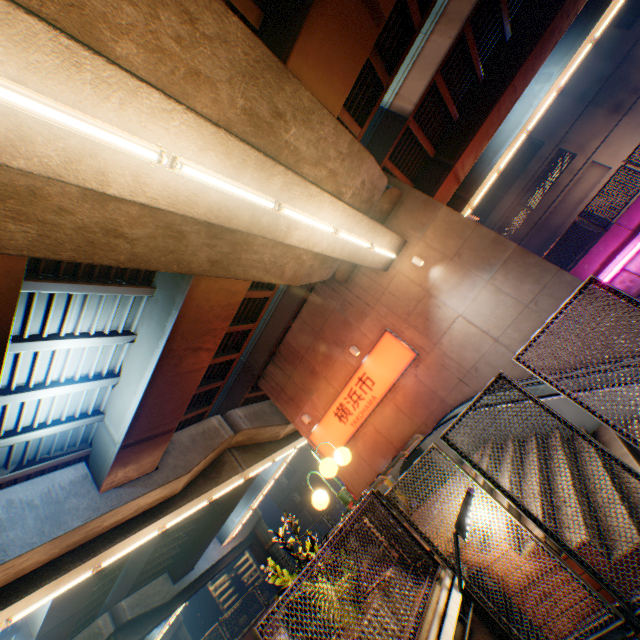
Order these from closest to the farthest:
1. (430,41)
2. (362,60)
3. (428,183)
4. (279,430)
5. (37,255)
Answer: (37,255), (362,60), (430,41), (428,183), (279,430)

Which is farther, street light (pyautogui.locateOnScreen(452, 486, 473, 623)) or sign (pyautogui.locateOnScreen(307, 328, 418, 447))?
sign (pyautogui.locateOnScreen(307, 328, 418, 447))

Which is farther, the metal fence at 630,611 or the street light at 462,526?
the street light at 462,526

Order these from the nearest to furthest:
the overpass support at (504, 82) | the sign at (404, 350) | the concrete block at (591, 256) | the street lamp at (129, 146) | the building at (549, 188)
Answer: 1. the street lamp at (129, 146)
2. the overpass support at (504, 82)
3. the concrete block at (591, 256)
4. the sign at (404, 350)
5. the building at (549, 188)

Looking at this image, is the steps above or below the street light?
below

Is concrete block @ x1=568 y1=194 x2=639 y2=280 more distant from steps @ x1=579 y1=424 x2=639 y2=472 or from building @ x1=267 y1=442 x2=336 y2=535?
building @ x1=267 y1=442 x2=336 y2=535

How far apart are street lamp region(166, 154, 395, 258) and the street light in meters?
5.7

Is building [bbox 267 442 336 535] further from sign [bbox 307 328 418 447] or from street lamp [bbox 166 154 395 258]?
street lamp [bbox 166 154 395 258]
